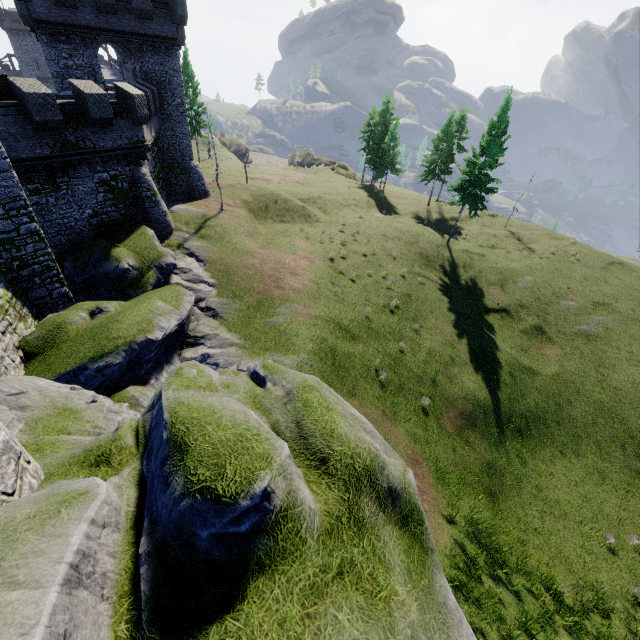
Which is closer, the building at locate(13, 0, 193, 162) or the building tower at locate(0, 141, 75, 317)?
the building tower at locate(0, 141, 75, 317)

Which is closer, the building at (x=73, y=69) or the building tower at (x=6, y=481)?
the building tower at (x=6, y=481)

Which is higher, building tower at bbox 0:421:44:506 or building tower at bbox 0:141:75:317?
building tower at bbox 0:421:44:506

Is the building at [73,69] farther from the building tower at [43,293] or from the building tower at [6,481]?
the building tower at [6,481]

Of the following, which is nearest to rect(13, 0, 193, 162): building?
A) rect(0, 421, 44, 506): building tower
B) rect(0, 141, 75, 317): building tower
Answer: rect(0, 141, 75, 317): building tower

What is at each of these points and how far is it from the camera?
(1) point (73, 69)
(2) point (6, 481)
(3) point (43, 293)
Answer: (1) building, 25.5m
(2) building tower, 4.0m
(3) building tower, 17.2m

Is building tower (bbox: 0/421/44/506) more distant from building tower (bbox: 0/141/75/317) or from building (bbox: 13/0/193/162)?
building (bbox: 13/0/193/162)
